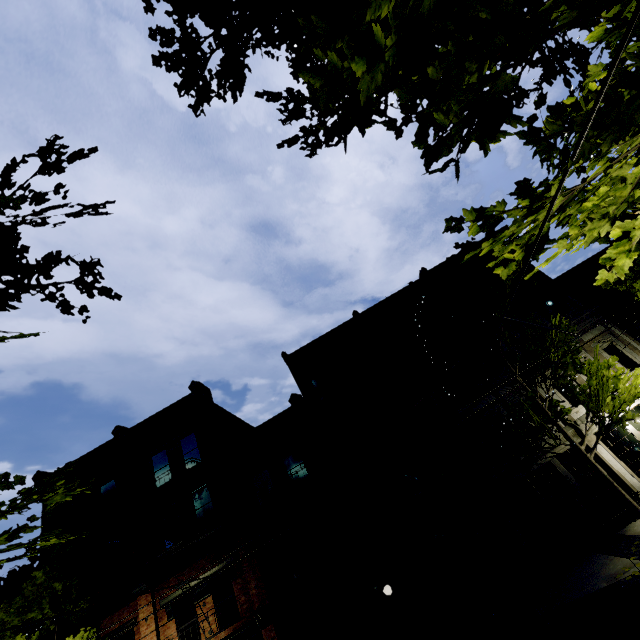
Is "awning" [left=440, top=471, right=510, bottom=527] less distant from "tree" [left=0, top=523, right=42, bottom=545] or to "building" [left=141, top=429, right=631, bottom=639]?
"building" [left=141, top=429, right=631, bottom=639]

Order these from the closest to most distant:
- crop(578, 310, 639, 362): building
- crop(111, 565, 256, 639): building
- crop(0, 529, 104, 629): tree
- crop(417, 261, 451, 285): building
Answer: crop(0, 529, 104, 629): tree
crop(111, 565, 256, 639): building
crop(578, 310, 639, 362): building
crop(417, 261, 451, 285): building

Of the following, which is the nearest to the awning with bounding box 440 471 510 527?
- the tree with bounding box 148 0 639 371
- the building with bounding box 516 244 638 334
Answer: the building with bounding box 516 244 638 334

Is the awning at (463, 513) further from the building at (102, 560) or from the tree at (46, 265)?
the tree at (46, 265)

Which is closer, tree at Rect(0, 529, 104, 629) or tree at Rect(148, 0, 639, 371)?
tree at Rect(148, 0, 639, 371)

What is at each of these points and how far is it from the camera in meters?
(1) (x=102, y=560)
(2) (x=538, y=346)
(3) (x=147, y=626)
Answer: (1) building, 15.9 m
(2) tree, 13.1 m
(3) building, 13.8 m

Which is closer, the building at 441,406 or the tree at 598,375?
the tree at 598,375
